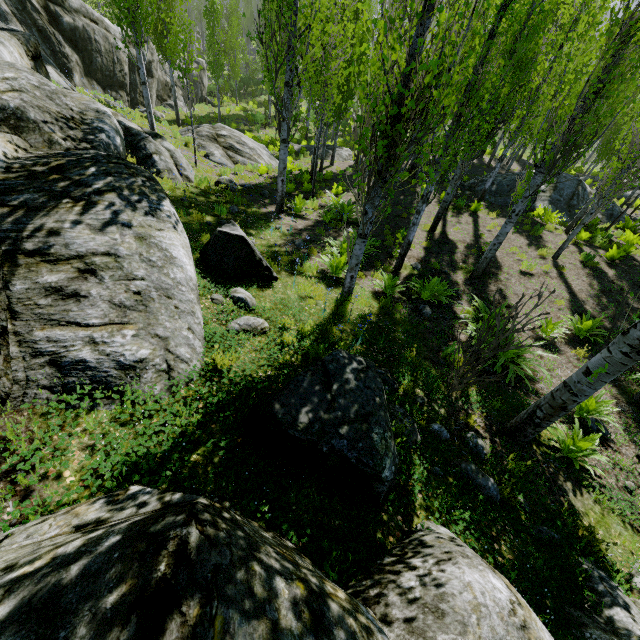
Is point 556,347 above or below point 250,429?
below

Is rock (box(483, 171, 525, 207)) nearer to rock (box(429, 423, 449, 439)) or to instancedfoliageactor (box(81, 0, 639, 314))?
instancedfoliageactor (box(81, 0, 639, 314))

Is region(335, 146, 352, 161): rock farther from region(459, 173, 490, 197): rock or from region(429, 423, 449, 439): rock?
region(429, 423, 449, 439): rock

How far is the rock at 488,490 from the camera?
3.76m

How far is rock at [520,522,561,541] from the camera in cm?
355

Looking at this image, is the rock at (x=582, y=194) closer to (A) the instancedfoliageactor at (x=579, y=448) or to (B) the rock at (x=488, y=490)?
(A) the instancedfoliageactor at (x=579, y=448)

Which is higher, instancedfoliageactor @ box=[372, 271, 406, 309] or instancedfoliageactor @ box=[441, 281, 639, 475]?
instancedfoliageactor @ box=[441, 281, 639, 475]
